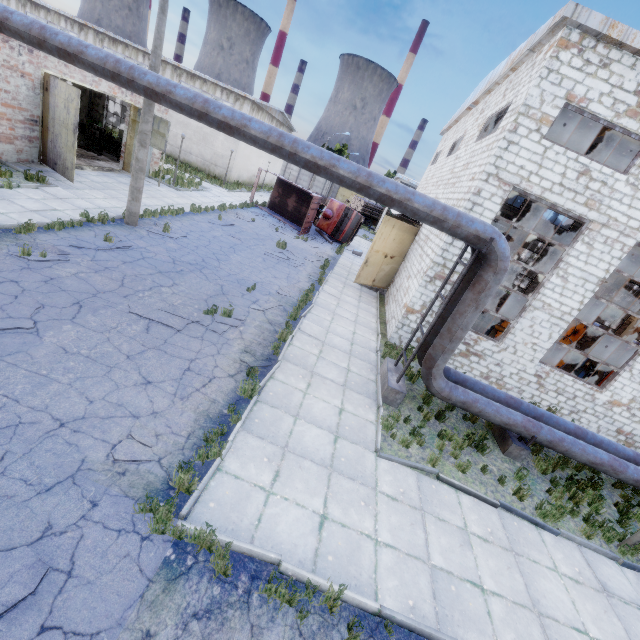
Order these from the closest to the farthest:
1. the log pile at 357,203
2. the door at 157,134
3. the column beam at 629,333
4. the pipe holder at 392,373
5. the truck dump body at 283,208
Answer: the pipe holder at 392,373, the door at 157,134, the truck dump body at 283,208, the column beam at 629,333, the log pile at 357,203

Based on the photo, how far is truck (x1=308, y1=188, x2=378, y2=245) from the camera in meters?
27.3

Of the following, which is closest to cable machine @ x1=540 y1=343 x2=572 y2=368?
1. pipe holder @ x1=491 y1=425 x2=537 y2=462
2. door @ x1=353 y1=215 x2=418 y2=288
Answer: door @ x1=353 y1=215 x2=418 y2=288

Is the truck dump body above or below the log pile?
below

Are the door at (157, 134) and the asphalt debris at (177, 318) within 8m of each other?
no

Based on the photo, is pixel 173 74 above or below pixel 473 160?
below

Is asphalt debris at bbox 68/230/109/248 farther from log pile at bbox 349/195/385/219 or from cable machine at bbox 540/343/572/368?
log pile at bbox 349/195/385/219

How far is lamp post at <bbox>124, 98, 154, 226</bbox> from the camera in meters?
11.7 m
